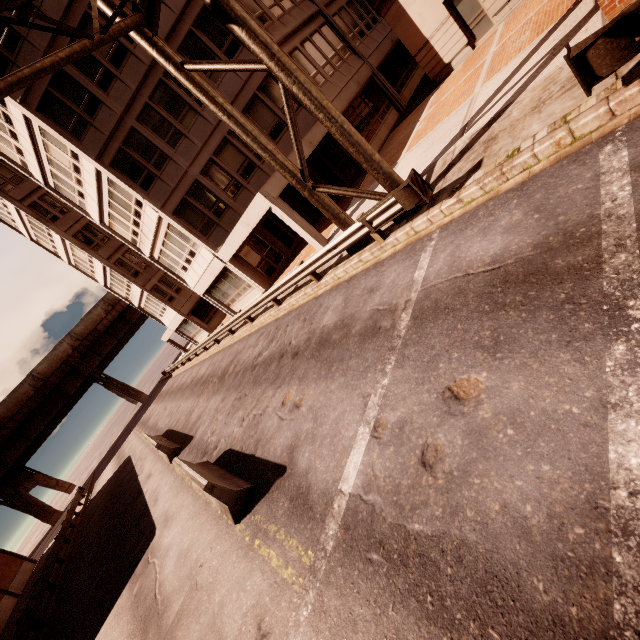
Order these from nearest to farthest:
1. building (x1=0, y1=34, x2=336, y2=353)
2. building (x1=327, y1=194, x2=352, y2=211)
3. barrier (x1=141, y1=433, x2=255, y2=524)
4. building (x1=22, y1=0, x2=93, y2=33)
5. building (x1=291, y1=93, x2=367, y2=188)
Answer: barrier (x1=141, y1=433, x2=255, y2=524)
building (x1=22, y1=0, x2=93, y2=33)
building (x1=0, y1=34, x2=336, y2=353)
building (x1=291, y1=93, x2=367, y2=188)
building (x1=327, y1=194, x2=352, y2=211)

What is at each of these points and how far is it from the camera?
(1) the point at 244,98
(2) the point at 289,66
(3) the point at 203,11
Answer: (1) building, 16.5 meters
(2) sign, 7.3 meters
(3) building, 15.0 meters

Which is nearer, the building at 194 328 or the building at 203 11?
the building at 203 11

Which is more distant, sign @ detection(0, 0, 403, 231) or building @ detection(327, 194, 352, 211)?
building @ detection(327, 194, 352, 211)

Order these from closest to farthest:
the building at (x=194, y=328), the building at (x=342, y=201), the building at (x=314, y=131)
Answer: the building at (x=194, y=328), the building at (x=314, y=131), the building at (x=342, y=201)

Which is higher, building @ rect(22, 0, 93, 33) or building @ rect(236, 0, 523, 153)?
building @ rect(22, 0, 93, 33)

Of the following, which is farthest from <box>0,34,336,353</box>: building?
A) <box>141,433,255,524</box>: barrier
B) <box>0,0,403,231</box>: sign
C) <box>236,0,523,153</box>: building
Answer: <box>141,433,255,524</box>: barrier
